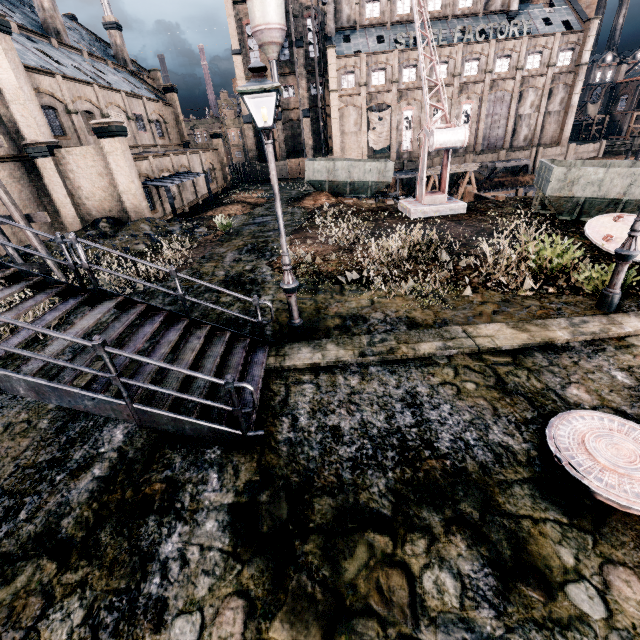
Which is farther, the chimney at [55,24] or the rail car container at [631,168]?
the chimney at [55,24]

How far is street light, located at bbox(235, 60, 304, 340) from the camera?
5.7m

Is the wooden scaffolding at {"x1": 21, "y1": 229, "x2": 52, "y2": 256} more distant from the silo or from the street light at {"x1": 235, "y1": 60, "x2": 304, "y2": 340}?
the silo

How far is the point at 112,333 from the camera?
6.5m

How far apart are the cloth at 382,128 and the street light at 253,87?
50.56m

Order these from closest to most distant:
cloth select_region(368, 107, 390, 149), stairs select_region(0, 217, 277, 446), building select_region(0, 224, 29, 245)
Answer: stairs select_region(0, 217, 277, 446) < building select_region(0, 224, 29, 245) < cloth select_region(368, 107, 390, 149)

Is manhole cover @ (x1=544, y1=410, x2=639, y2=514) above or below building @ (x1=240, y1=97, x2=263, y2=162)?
below

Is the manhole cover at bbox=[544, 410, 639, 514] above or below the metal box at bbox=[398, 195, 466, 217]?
below
